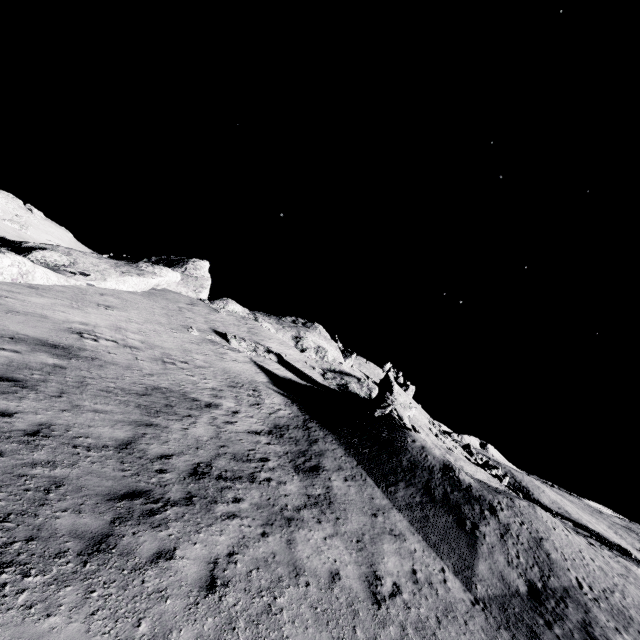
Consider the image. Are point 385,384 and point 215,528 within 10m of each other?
no

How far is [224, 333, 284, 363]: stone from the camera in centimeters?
2864cm

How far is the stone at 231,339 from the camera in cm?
2864
